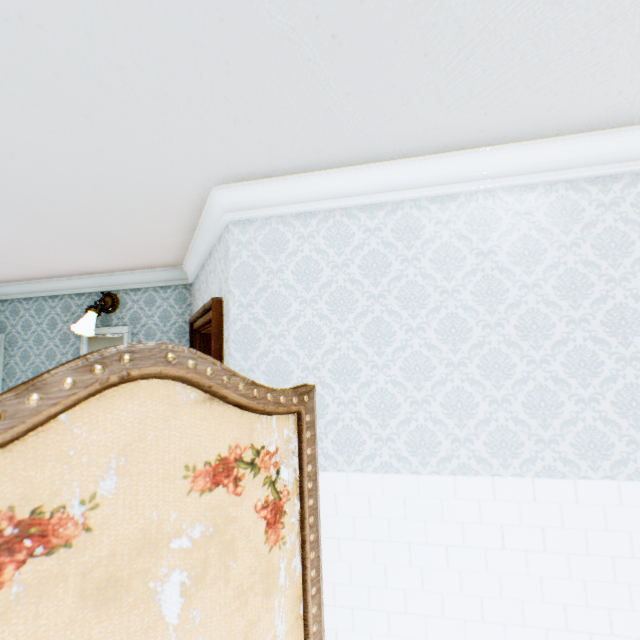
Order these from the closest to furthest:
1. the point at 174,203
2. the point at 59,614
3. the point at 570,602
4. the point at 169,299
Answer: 1. the point at 59,614
2. the point at 570,602
3. the point at 174,203
4. the point at 169,299

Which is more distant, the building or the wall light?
the wall light

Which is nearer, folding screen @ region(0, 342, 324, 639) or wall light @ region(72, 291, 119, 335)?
folding screen @ region(0, 342, 324, 639)

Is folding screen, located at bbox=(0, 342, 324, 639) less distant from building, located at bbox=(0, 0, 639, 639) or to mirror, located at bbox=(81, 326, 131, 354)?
building, located at bbox=(0, 0, 639, 639)

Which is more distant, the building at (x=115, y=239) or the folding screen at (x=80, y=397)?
the building at (x=115, y=239)

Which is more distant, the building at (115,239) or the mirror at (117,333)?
the mirror at (117,333)

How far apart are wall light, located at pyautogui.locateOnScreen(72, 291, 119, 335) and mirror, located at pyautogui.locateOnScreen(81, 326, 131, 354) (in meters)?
0.23

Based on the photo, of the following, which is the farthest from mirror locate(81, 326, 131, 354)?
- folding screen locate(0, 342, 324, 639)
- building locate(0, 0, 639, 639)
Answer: folding screen locate(0, 342, 324, 639)
